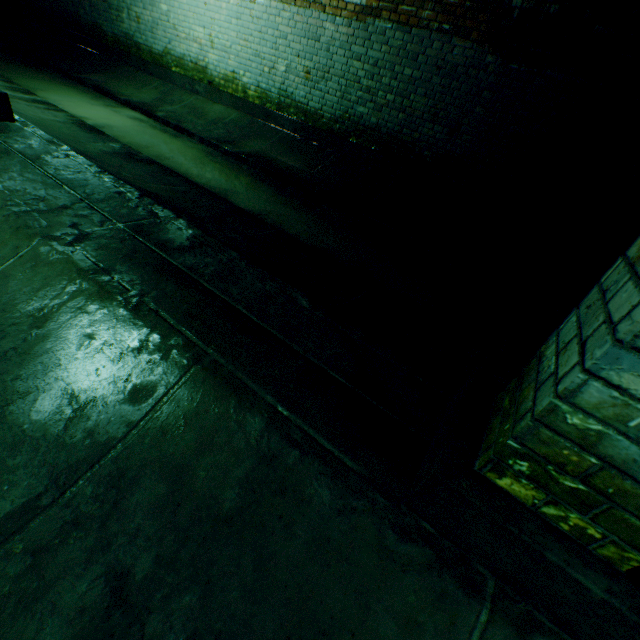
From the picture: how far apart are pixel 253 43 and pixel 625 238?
7.02m

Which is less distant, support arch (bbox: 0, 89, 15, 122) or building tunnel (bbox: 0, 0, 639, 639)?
building tunnel (bbox: 0, 0, 639, 639)

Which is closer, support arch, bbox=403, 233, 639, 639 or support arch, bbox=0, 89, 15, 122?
support arch, bbox=403, 233, 639, 639

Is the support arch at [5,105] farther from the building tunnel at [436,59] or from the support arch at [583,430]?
the support arch at [583,430]

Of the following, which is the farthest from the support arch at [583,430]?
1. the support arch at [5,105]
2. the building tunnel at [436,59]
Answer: the support arch at [5,105]

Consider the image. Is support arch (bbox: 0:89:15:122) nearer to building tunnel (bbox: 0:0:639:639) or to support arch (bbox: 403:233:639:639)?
building tunnel (bbox: 0:0:639:639)

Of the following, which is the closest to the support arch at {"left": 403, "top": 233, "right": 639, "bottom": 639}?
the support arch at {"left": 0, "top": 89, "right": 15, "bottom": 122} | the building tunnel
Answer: the building tunnel
